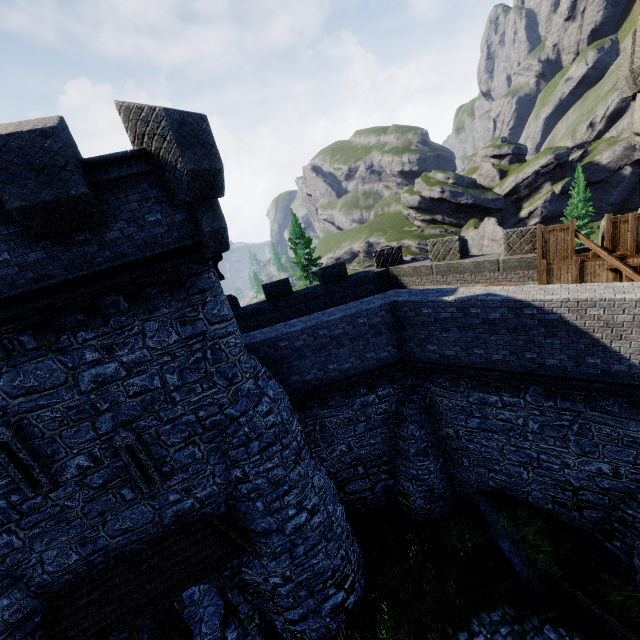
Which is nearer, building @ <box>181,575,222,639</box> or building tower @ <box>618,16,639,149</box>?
building tower @ <box>618,16,639,149</box>

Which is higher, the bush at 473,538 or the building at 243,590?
the building at 243,590

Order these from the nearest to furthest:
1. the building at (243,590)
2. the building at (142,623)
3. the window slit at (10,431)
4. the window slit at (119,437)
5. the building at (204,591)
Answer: the window slit at (10,431), the window slit at (119,437), the building at (142,623), the building at (243,590), the building at (204,591)

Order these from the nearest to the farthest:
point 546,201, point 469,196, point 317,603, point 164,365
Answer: point 164,365 < point 317,603 < point 546,201 < point 469,196

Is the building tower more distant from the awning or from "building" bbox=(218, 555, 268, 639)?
the awning

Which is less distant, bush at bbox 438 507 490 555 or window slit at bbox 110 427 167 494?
window slit at bbox 110 427 167 494

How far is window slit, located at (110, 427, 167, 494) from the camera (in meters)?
8.57

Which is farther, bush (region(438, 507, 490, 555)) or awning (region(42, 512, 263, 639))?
bush (region(438, 507, 490, 555))
